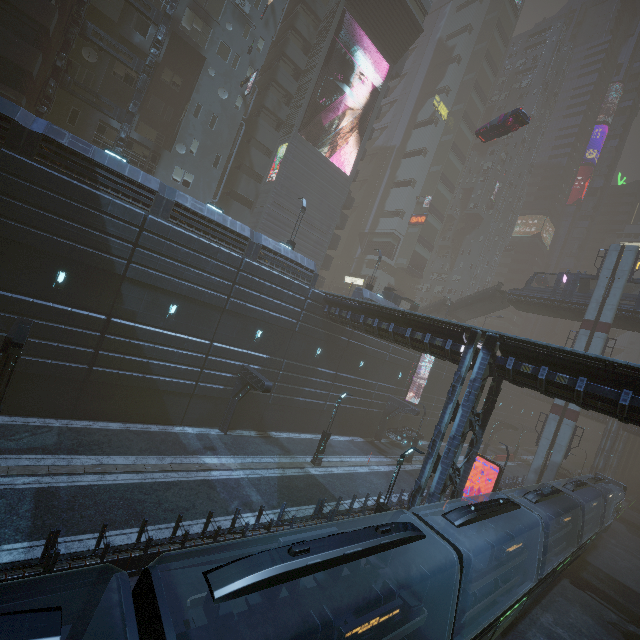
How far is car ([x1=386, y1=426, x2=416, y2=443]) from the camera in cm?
3316

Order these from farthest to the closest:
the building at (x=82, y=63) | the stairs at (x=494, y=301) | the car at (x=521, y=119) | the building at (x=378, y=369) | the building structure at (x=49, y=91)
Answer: the stairs at (x=494, y=301)
the car at (x=521, y=119)
the building at (x=82, y=63)
the building structure at (x=49, y=91)
the building at (x=378, y=369)

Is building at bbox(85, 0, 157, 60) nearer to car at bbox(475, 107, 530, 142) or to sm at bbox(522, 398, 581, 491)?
sm at bbox(522, 398, 581, 491)

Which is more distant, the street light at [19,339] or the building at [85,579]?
the street light at [19,339]

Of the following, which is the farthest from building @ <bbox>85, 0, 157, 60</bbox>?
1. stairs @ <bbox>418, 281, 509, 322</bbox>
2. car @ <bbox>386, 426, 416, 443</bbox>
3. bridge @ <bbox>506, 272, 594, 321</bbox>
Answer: bridge @ <bbox>506, 272, 594, 321</bbox>

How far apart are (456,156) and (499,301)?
33.0 meters

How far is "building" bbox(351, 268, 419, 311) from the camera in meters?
30.3 m
